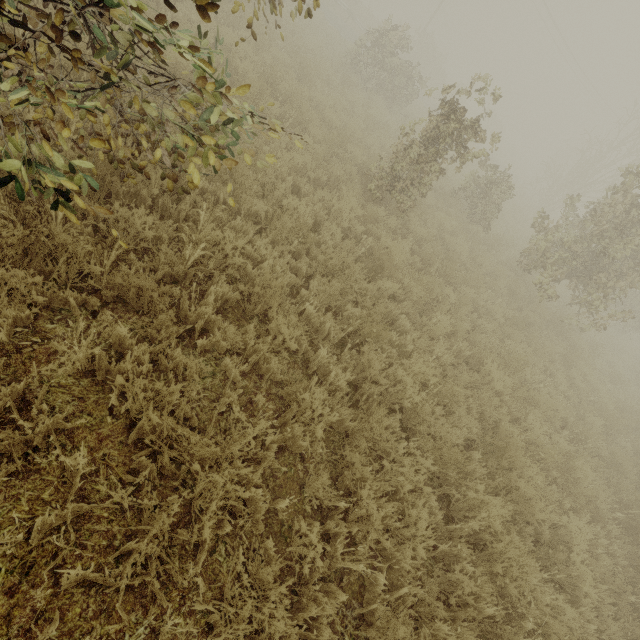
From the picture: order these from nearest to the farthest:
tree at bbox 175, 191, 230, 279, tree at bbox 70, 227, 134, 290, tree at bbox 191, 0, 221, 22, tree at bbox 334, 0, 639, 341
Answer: tree at bbox 191, 0, 221, 22 → tree at bbox 70, 227, 134, 290 → tree at bbox 175, 191, 230, 279 → tree at bbox 334, 0, 639, 341

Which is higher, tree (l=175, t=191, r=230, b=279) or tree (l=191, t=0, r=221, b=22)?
tree (l=191, t=0, r=221, b=22)

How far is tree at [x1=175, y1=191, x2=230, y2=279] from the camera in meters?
3.5

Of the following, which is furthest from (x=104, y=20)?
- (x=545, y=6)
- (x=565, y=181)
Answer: (x=545, y=6)

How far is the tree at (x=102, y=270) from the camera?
2.8m

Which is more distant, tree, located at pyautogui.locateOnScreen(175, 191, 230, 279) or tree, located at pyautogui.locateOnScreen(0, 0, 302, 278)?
tree, located at pyautogui.locateOnScreen(175, 191, 230, 279)

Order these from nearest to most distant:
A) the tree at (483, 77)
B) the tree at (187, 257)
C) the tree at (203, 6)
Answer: the tree at (203, 6) → the tree at (187, 257) → the tree at (483, 77)
